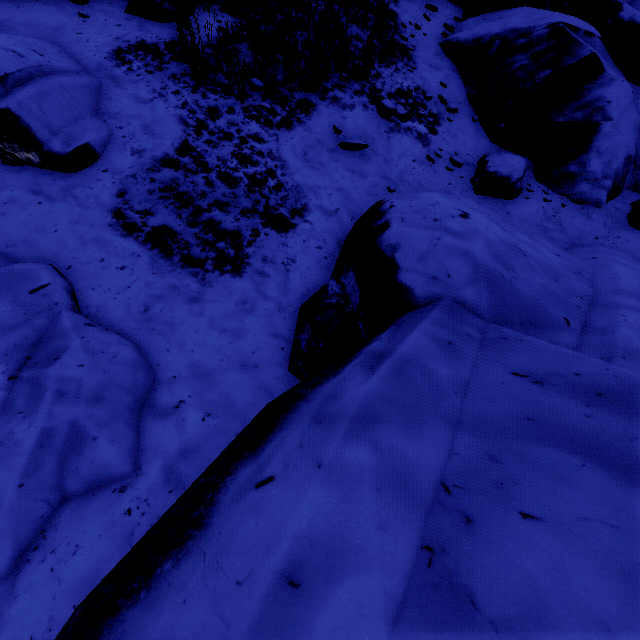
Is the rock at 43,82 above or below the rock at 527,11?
below

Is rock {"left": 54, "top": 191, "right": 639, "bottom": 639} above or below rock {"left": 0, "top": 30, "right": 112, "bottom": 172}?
above

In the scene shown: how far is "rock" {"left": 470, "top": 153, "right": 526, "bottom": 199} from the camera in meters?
5.1 m

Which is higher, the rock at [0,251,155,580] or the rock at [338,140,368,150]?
the rock at [338,140,368,150]

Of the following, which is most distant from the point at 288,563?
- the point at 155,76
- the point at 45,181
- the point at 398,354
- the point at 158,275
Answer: the point at 155,76

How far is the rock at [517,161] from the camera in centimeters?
508cm
